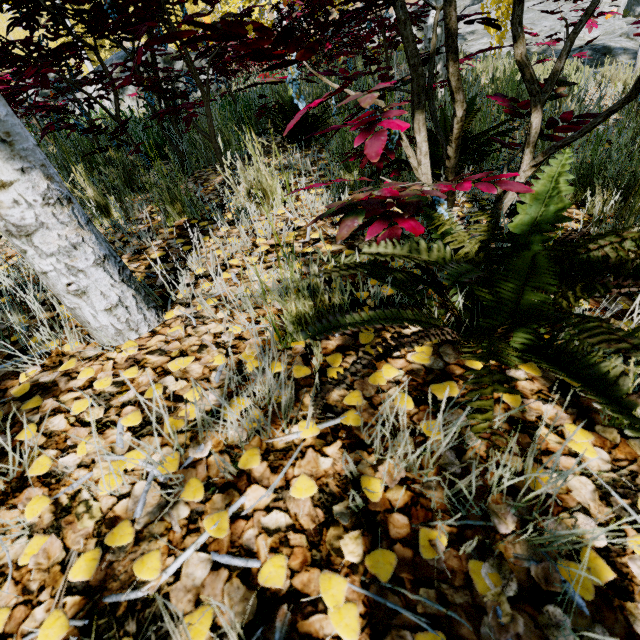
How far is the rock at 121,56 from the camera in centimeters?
644cm

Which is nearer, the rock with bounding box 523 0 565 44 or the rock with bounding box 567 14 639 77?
the rock with bounding box 567 14 639 77

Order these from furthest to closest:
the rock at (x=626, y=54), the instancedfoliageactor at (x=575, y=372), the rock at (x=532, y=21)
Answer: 1. the rock at (x=532, y=21)
2. the rock at (x=626, y=54)
3. the instancedfoliageactor at (x=575, y=372)

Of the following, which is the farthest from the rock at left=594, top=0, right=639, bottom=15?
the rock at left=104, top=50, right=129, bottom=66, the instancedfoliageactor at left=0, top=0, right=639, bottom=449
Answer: the rock at left=104, top=50, right=129, bottom=66

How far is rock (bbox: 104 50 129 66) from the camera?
6.4m

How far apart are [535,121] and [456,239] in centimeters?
59cm

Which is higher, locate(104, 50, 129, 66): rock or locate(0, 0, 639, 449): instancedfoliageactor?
locate(104, 50, 129, 66): rock

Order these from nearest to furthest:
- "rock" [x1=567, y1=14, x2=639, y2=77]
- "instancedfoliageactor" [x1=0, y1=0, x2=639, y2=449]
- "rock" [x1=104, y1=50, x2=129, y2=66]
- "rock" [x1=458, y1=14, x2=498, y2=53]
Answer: "instancedfoliageactor" [x1=0, y1=0, x2=639, y2=449] < "rock" [x1=104, y1=50, x2=129, y2=66] < "rock" [x1=567, y1=14, x2=639, y2=77] < "rock" [x1=458, y1=14, x2=498, y2=53]
